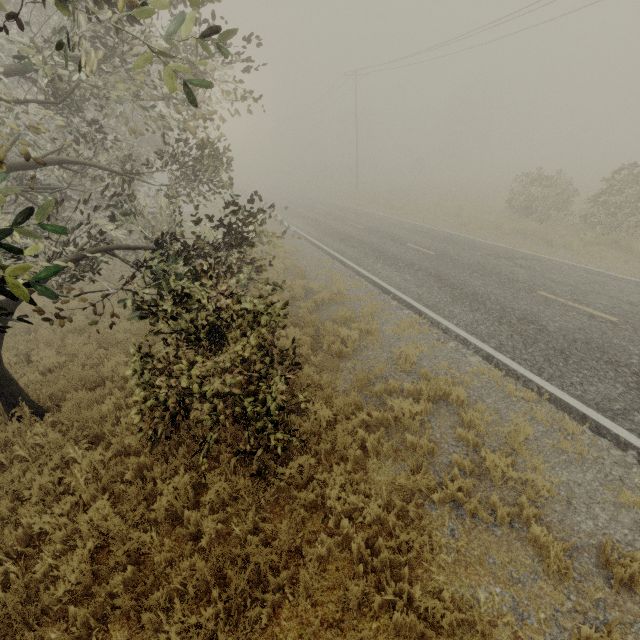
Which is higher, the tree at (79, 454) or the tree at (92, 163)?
the tree at (92, 163)

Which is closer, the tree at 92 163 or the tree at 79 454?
the tree at 92 163

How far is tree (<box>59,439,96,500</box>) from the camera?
5.2m

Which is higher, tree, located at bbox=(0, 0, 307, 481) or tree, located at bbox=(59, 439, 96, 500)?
tree, located at bbox=(0, 0, 307, 481)

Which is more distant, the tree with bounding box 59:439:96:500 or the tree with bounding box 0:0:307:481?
the tree with bounding box 59:439:96:500

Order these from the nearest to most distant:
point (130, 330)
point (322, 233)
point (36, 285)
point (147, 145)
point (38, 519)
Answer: point (36, 285)
point (38, 519)
point (130, 330)
point (147, 145)
point (322, 233)
